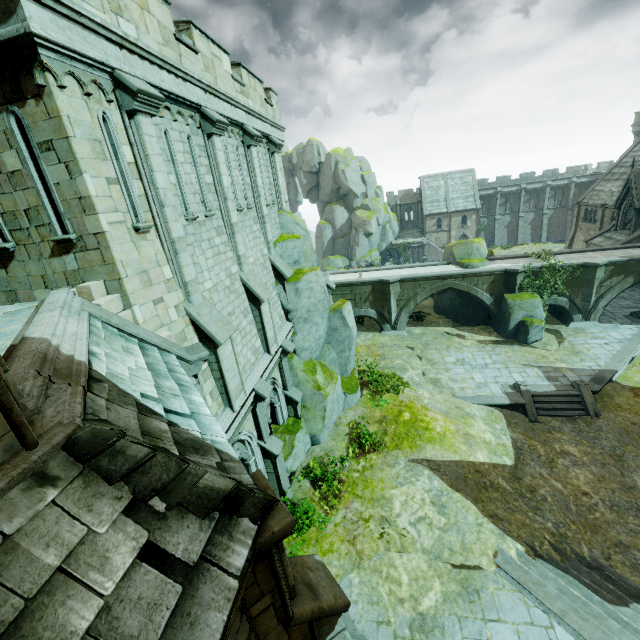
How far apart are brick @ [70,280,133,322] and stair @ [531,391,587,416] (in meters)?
20.17

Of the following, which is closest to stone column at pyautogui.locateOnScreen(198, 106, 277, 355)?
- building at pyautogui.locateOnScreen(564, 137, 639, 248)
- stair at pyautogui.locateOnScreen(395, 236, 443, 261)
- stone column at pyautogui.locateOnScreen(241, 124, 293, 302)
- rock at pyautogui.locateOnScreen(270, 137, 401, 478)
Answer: stone column at pyautogui.locateOnScreen(241, 124, 293, 302)

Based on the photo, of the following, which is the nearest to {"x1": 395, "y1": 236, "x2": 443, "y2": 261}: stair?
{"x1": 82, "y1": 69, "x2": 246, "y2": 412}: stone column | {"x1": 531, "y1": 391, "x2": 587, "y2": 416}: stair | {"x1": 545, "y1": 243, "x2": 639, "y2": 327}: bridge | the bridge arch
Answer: {"x1": 545, "y1": 243, "x2": 639, "y2": 327}: bridge

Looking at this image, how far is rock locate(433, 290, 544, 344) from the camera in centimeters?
2327cm

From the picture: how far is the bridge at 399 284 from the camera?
24.60m

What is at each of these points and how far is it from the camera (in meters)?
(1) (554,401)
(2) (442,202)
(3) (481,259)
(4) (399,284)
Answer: (1) stair, 17.80
(2) building, 53.09
(3) rock, 26.28
(4) bridge, 26.20

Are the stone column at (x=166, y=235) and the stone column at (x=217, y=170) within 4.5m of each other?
yes

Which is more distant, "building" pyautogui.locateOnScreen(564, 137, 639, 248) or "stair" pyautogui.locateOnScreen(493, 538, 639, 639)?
"building" pyautogui.locateOnScreen(564, 137, 639, 248)
